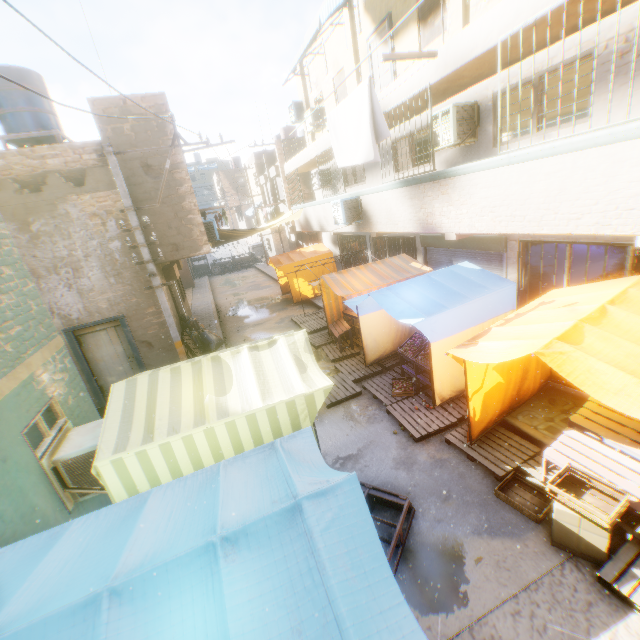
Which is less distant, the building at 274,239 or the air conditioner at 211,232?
the air conditioner at 211,232

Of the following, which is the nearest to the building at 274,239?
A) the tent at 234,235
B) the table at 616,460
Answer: the tent at 234,235

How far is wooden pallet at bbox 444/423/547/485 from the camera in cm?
523

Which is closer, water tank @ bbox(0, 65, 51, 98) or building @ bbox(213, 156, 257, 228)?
water tank @ bbox(0, 65, 51, 98)

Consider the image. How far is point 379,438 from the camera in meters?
6.7

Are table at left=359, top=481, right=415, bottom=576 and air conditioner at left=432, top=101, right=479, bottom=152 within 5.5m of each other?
no

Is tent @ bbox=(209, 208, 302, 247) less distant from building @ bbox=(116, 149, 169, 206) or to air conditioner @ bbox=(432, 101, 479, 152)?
building @ bbox=(116, 149, 169, 206)

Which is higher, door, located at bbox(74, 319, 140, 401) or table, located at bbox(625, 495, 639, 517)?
door, located at bbox(74, 319, 140, 401)
